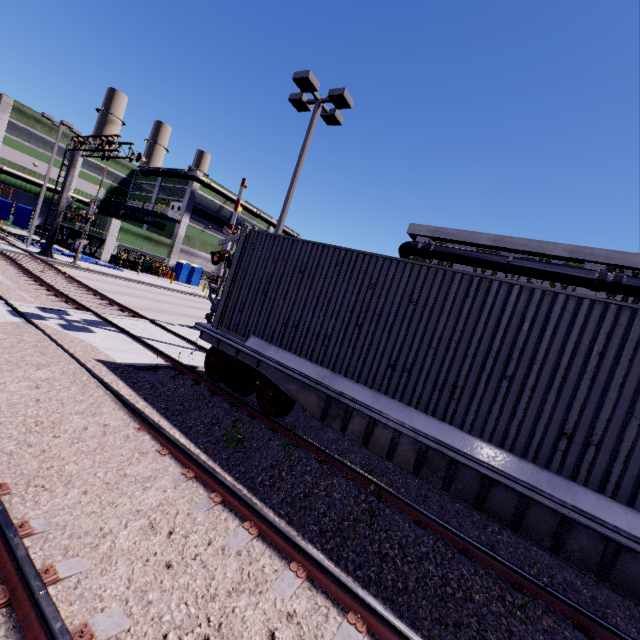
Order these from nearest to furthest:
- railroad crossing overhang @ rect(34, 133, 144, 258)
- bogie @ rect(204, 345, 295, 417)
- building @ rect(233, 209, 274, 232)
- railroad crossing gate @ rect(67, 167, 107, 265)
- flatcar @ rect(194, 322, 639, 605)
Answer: flatcar @ rect(194, 322, 639, 605) → bogie @ rect(204, 345, 295, 417) → railroad crossing overhang @ rect(34, 133, 144, 258) → railroad crossing gate @ rect(67, 167, 107, 265) → building @ rect(233, 209, 274, 232)

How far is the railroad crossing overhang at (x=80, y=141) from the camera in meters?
19.6

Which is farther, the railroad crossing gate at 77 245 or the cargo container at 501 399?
the railroad crossing gate at 77 245

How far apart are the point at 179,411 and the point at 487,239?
20.8m

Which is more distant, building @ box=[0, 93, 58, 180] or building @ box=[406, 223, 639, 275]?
building @ box=[0, 93, 58, 180]

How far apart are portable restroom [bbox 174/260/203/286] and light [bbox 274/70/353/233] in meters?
30.6

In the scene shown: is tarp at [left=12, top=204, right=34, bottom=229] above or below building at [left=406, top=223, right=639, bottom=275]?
below

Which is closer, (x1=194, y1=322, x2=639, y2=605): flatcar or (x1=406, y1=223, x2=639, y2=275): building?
(x1=194, y1=322, x2=639, y2=605): flatcar
